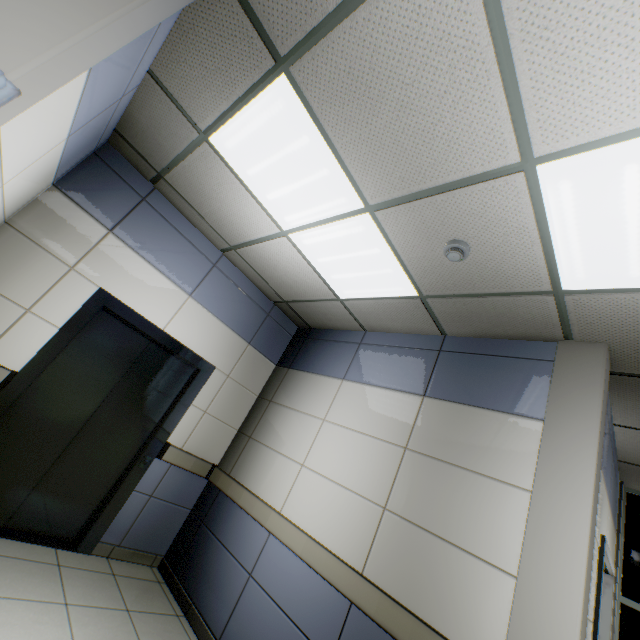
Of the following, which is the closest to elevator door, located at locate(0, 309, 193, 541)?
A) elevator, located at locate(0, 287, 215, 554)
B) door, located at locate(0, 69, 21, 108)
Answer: elevator, located at locate(0, 287, 215, 554)

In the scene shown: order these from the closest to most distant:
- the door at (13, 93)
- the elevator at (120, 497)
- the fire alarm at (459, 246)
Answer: the door at (13, 93) → the fire alarm at (459, 246) → the elevator at (120, 497)

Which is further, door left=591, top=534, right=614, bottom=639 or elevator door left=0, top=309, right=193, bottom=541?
elevator door left=0, top=309, right=193, bottom=541

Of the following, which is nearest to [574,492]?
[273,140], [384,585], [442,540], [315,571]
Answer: [442,540]

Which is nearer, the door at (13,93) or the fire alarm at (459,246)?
the door at (13,93)

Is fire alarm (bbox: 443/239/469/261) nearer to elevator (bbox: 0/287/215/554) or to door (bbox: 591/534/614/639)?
door (bbox: 591/534/614/639)

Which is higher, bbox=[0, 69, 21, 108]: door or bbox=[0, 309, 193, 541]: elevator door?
bbox=[0, 69, 21, 108]: door

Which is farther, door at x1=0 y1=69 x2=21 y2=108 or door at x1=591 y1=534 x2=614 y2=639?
door at x1=591 y1=534 x2=614 y2=639
